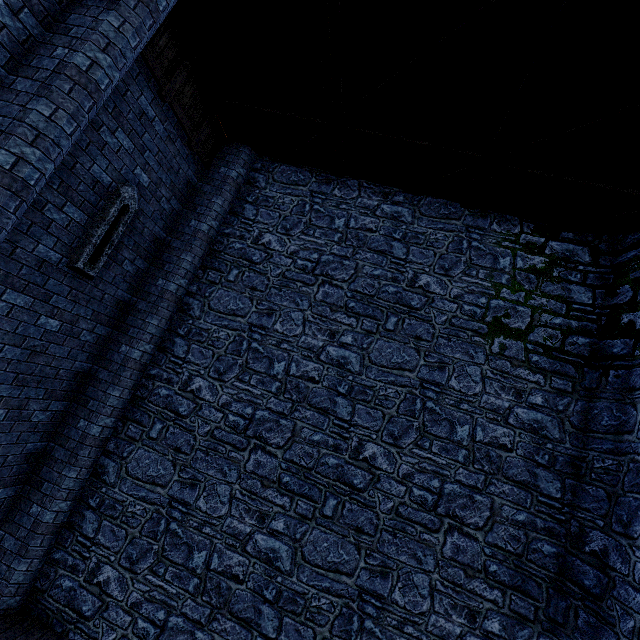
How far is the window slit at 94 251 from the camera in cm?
521

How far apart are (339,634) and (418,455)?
2.9 meters

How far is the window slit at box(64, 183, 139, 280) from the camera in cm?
521
